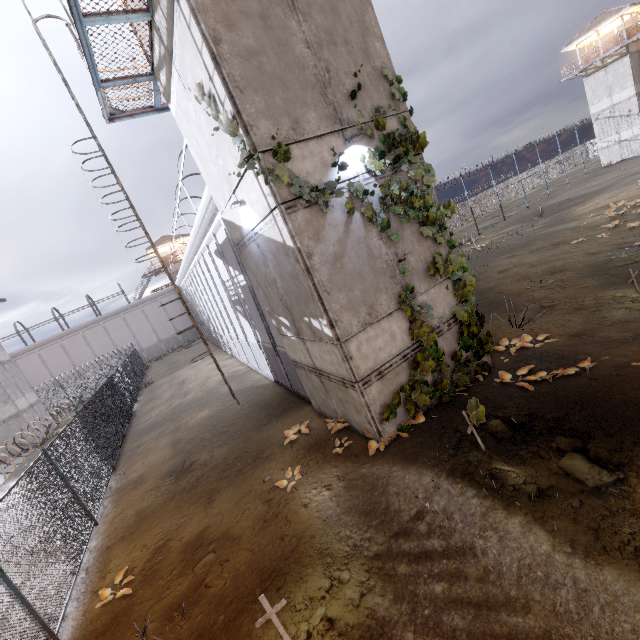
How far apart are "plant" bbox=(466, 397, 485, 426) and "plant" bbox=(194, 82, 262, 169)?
6.1m

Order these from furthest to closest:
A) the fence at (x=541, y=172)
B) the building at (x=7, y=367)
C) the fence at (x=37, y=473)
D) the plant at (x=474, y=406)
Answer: the fence at (x=541, y=172)
the building at (x=7, y=367)
the fence at (x=37, y=473)
the plant at (x=474, y=406)

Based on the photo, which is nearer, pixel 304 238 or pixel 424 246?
pixel 304 238

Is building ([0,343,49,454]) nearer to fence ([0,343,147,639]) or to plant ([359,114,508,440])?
fence ([0,343,147,639])

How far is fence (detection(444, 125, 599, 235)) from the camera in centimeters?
3228cm

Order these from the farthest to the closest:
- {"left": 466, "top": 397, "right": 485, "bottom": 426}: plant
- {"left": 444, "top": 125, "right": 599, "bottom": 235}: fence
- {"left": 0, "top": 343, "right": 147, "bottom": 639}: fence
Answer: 1. {"left": 444, "top": 125, "right": 599, "bottom": 235}: fence
2. {"left": 0, "top": 343, "right": 147, "bottom": 639}: fence
3. {"left": 466, "top": 397, "right": 485, "bottom": 426}: plant

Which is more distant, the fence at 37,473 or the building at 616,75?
the building at 616,75

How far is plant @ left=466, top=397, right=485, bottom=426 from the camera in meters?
5.8 m
